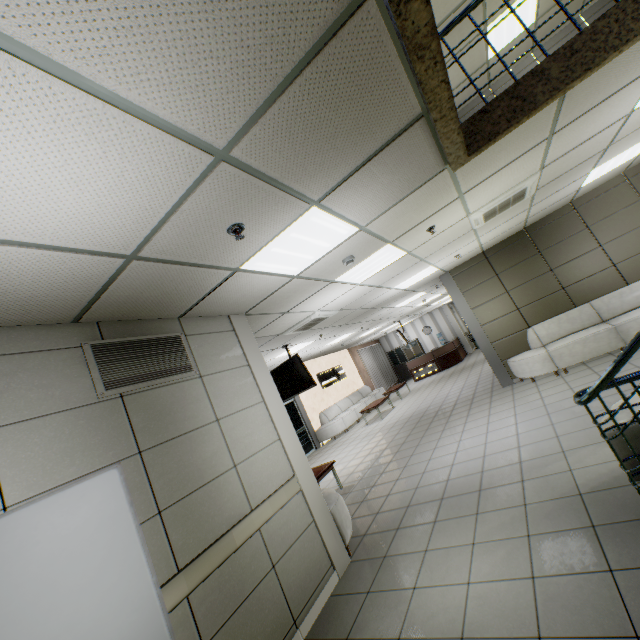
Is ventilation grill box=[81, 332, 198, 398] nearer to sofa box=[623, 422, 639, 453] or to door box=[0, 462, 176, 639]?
door box=[0, 462, 176, 639]

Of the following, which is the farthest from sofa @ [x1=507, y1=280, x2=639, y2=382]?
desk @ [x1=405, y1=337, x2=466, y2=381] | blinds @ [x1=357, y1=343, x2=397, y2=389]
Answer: blinds @ [x1=357, y1=343, x2=397, y2=389]

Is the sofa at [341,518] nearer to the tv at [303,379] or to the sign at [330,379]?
the tv at [303,379]

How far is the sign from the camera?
14.22m

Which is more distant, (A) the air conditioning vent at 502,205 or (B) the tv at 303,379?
(B) the tv at 303,379

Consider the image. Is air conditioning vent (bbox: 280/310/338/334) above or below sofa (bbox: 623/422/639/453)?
above

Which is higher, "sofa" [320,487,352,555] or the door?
the door

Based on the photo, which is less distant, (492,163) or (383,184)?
(383,184)
